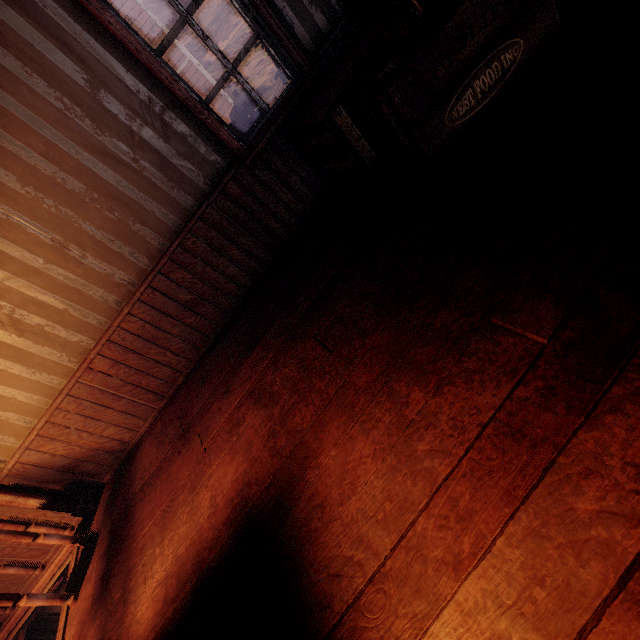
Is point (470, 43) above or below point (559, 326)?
above

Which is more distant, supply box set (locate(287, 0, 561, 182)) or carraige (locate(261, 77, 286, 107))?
carraige (locate(261, 77, 286, 107))

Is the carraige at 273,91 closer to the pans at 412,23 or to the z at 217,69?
the z at 217,69

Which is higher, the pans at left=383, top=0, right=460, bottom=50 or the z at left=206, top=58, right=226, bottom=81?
the z at left=206, top=58, right=226, bottom=81

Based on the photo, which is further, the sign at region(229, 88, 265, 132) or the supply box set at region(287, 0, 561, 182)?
the sign at region(229, 88, 265, 132)

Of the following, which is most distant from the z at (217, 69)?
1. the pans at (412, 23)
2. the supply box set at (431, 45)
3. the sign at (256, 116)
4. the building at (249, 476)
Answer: the pans at (412, 23)

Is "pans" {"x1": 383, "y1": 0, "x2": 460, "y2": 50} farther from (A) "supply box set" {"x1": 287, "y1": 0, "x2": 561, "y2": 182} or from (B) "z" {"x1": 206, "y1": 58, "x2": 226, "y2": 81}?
(B) "z" {"x1": 206, "y1": 58, "x2": 226, "y2": 81}

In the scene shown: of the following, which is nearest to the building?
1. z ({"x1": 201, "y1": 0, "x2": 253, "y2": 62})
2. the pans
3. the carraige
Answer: z ({"x1": 201, "y1": 0, "x2": 253, "y2": 62})
